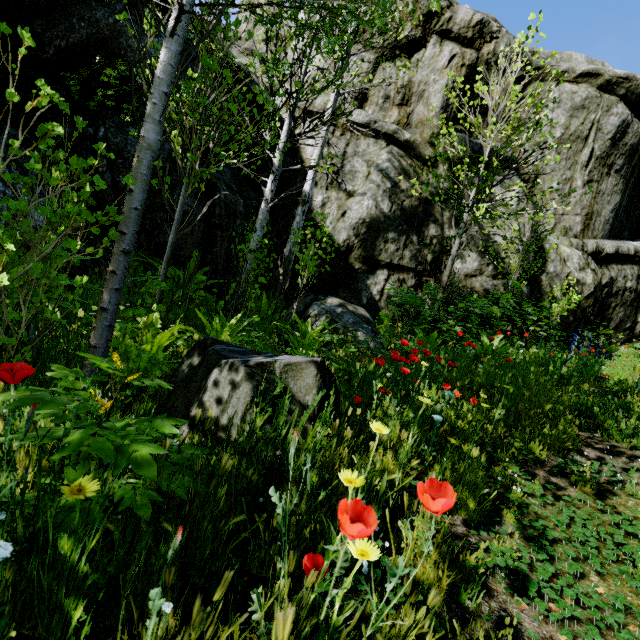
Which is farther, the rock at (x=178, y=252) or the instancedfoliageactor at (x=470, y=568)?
the rock at (x=178, y=252)

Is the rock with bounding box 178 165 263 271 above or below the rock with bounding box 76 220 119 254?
above

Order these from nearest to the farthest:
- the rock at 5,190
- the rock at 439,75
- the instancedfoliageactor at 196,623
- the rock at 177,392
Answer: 1. the instancedfoliageactor at 196,623
2. the rock at 177,392
3. the rock at 5,190
4. the rock at 439,75

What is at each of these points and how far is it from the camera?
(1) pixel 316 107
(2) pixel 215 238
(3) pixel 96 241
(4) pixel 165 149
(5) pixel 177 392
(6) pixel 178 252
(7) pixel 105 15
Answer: (1) rock, 9.4m
(2) rock, 6.9m
(3) rock, 5.0m
(4) rock, 6.2m
(5) rock, 2.4m
(6) rock, 6.5m
(7) rock, 5.3m

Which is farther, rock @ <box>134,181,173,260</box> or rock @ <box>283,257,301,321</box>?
rock @ <box>283,257,301,321</box>

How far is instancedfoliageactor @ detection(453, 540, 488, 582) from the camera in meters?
1.3

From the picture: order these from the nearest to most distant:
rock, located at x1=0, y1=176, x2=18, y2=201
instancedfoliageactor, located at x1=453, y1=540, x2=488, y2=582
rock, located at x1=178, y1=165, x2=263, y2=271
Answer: instancedfoliageactor, located at x1=453, y1=540, x2=488, y2=582 → rock, located at x1=0, y1=176, x2=18, y2=201 → rock, located at x1=178, y1=165, x2=263, y2=271
